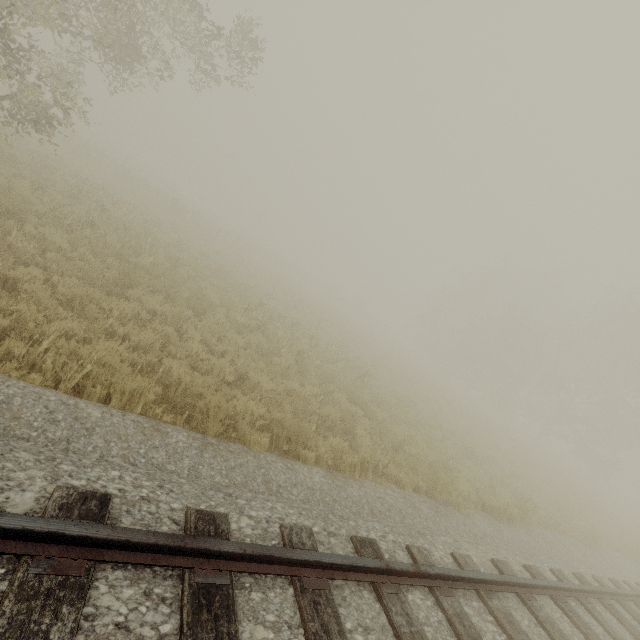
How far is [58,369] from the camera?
4.2 meters
